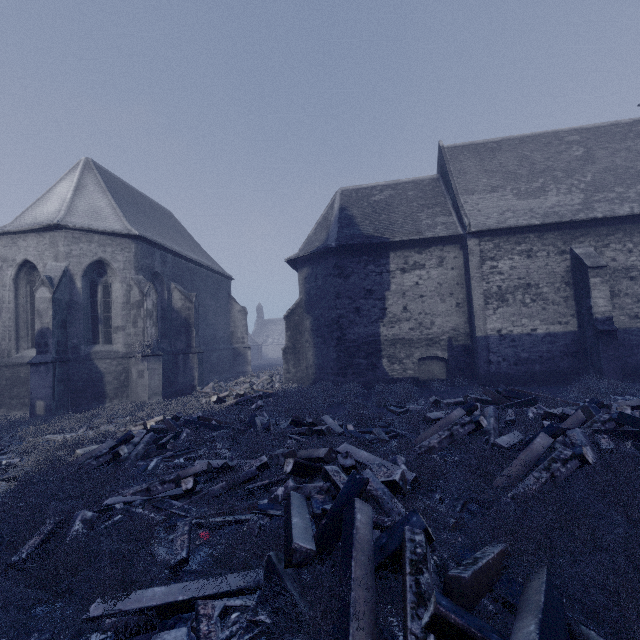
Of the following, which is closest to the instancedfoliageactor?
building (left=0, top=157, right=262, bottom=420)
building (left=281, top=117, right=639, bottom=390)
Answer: building (left=0, top=157, right=262, bottom=420)

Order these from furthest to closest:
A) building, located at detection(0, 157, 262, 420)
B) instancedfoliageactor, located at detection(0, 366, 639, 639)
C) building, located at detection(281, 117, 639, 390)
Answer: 1. building, located at detection(281, 117, 639, 390)
2. building, located at detection(0, 157, 262, 420)
3. instancedfoliageactor, located at detection(0, 366, 639, 639)

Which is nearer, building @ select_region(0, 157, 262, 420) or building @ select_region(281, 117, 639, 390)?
building @ select_region(0, 157, 262, 420)

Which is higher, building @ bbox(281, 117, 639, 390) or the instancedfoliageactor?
building @ bbox(281, 117, 639, 390)

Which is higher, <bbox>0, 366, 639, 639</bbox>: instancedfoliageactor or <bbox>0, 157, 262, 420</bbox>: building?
<bbox>0, 157, 262, 420</bbox>: building

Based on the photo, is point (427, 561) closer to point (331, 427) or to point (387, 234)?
point (331, 427)

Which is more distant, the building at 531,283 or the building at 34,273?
the building at 531,283

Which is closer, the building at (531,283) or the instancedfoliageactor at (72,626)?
the instancedfoliageactor at (72,626)
